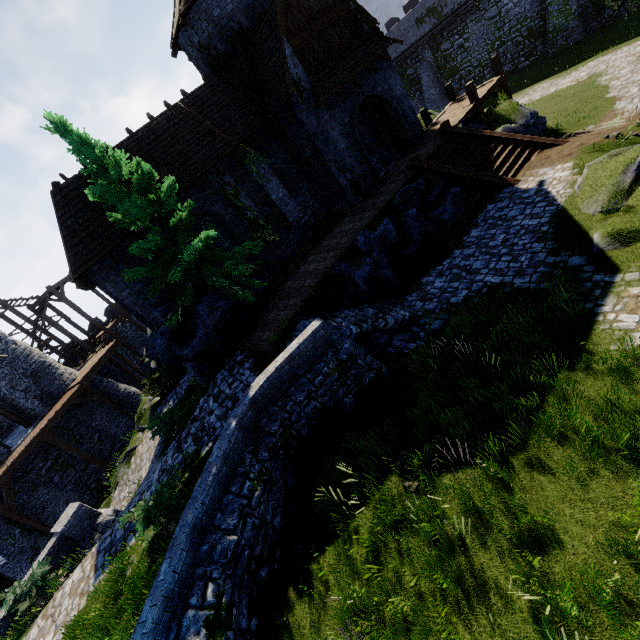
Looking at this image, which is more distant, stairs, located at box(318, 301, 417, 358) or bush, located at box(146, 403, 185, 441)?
bush, located at box(146, 403, 185, 441)

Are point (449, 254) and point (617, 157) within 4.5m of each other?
no

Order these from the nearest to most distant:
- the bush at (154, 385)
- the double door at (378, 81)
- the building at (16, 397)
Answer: the double door at (378, 81) < the bush at (154, 385) < the building at (16, 397)

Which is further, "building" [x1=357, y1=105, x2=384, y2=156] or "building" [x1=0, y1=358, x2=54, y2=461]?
"building" [x1=0, y1=358, x2=54, y2=461]

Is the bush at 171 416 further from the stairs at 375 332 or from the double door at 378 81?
the double door at 378 81

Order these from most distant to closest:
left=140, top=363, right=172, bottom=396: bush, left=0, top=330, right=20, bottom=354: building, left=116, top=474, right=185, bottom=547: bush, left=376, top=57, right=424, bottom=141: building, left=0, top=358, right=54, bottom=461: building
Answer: left=0, top=330, right=20, bottom=354: building < left=0, top=358, right=54, bottom=461: building < left=140, top=363, right=172, bottom=396: bush < left=376, top=57, right=424, bottom=141: building < left=116, top=474, right=185, bottom=547: bush

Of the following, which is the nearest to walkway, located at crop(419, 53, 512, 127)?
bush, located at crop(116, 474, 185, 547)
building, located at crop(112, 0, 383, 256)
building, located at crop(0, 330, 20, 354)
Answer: building, located at crop(112, 0, 383, 256)

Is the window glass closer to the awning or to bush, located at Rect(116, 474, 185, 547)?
the awning
